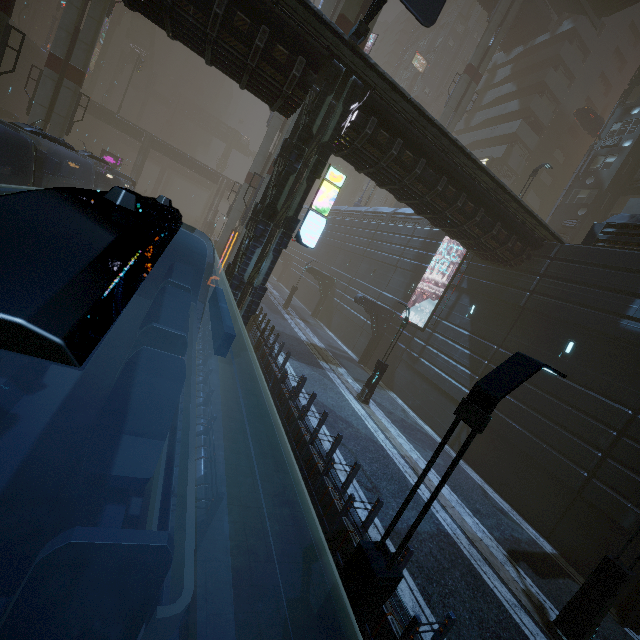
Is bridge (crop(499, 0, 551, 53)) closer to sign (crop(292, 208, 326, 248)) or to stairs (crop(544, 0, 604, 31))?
stairs (crop(544, 0, 604, 31))

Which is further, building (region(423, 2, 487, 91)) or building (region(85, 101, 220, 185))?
building (region(423, 2, 487, 91))

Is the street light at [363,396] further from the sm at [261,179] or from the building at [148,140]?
the sm at [261,179]

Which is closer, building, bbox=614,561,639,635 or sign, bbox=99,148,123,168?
building, bbox=614,561,639,635

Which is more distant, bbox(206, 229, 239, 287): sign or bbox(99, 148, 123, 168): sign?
bbox(99, 148, 123, 168): sign

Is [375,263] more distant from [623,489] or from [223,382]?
[623,489]

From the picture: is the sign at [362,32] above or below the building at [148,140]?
above

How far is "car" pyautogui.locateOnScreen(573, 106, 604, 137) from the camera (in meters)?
34.44
